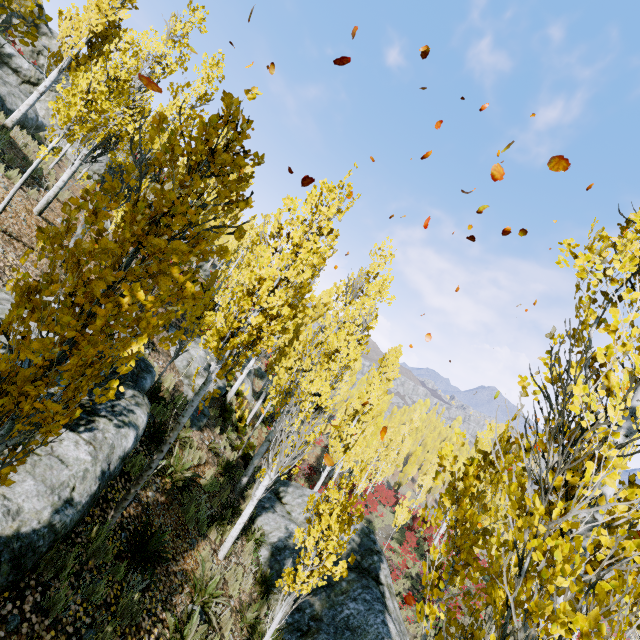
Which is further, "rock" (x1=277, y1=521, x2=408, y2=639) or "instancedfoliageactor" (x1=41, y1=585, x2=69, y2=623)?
"rock" (x1=277, y1=521, x2=408, y2=639)

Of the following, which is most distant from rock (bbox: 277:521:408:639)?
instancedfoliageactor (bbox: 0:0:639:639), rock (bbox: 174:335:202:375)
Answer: rock (bbox: 174:335:202:375)

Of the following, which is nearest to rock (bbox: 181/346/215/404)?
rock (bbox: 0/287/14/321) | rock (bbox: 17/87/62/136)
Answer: rock (bbox: 0/287/14/321)

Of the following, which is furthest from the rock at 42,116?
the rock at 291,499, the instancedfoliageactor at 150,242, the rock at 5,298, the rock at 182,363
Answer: the rock at 291,499

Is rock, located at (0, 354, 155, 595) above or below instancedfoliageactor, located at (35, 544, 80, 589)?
above

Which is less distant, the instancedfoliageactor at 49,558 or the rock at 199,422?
Answer: the instancedfoliageactor at 49,558

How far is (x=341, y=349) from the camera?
8.0 meters

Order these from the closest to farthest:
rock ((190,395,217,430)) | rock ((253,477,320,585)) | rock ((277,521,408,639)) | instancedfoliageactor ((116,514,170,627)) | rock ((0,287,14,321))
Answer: instancedfoliageactor ((116,514,170,627)) → rock ((0,287,14,321)) → rock ((277,521,408,639)) → rock ((253,477,320,585)) → rock ((190,395,217,430))
